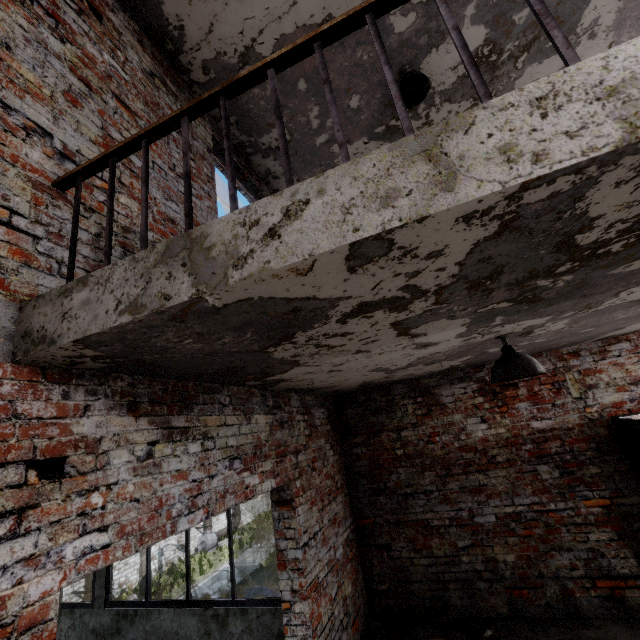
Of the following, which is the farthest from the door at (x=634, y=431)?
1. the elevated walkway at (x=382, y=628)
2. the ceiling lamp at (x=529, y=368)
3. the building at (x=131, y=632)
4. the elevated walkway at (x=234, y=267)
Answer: the building at (x=131, y=632)

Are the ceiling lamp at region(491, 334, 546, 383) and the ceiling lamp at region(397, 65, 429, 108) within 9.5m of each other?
yes

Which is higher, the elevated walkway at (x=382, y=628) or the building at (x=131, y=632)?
the building at (x=131, y=632)

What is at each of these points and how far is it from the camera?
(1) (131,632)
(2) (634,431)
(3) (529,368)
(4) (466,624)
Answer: (1) building, 4.4m
(2) door, 3.9m
(3) ceiling lamp, 2.6m
(4) brick, 4.0m

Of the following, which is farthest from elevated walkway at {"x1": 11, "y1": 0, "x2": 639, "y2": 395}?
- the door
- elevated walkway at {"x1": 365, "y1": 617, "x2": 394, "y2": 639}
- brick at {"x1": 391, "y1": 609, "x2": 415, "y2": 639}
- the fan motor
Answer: the fan motor

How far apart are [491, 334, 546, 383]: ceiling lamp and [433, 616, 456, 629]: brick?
3.4 meters

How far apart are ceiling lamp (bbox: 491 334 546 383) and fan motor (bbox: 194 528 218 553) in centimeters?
2929cm

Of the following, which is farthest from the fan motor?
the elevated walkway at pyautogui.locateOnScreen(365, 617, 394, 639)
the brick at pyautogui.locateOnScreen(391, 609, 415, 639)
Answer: the brick at pyautogui.locateOnScreen(391, 609, 415, 639)
